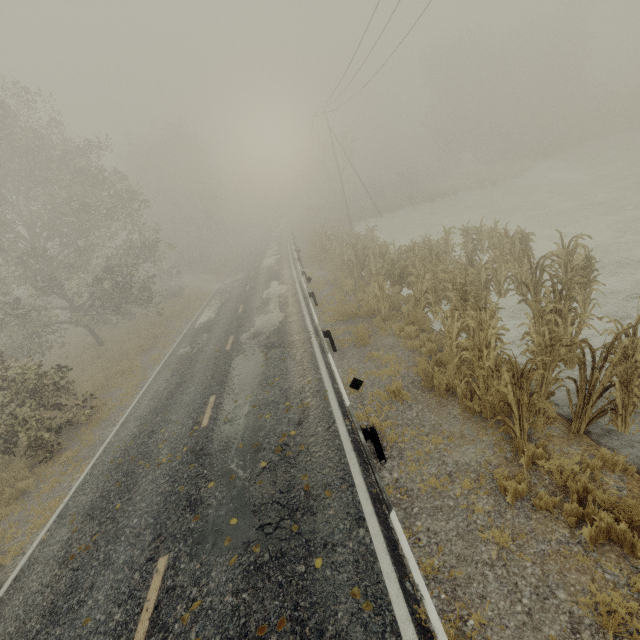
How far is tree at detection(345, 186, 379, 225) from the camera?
38.7 meters

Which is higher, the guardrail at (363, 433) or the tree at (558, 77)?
the tree at (558, 77)

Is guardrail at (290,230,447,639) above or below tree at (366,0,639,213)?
below

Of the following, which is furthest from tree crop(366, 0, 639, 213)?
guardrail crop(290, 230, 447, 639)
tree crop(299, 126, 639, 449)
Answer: tree crop(299, 126, 639, 449)

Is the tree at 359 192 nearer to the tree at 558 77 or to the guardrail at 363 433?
the guardrail at 363 433

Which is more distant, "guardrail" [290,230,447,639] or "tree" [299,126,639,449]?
"tree" [299,126,639,449]

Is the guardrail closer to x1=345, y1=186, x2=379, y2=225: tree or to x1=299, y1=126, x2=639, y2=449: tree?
x1=345, y1=186, x2=379, y2=225: tree

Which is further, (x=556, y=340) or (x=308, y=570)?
(x=556, y=340)
